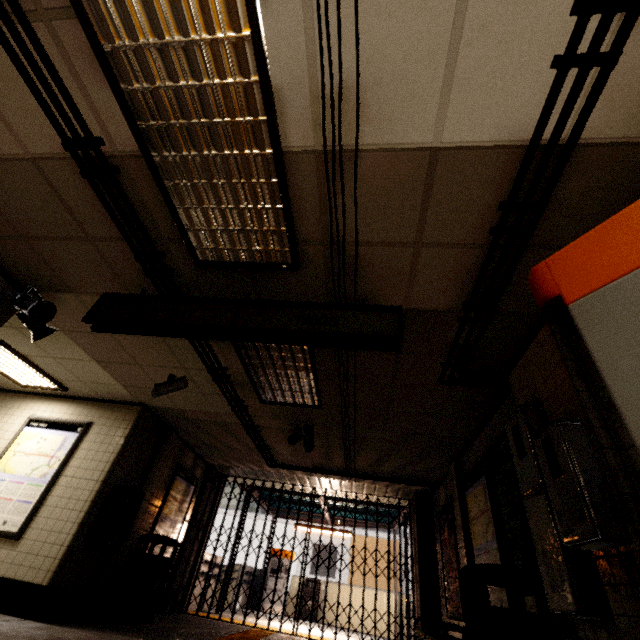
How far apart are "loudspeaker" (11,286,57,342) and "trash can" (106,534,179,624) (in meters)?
4.12

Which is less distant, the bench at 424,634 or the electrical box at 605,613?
Result: the electrical box at 605,613

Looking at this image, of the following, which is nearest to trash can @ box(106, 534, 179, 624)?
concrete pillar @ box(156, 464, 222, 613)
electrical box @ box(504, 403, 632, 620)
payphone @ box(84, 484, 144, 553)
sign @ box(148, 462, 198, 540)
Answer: sign @ box(148, 462, 198, 540)

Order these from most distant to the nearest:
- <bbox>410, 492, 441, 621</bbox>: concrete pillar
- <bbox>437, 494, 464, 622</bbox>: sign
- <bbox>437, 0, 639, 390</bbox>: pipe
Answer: <bbox>410, 492, 441, 621</bbox>: concrete pillar
<bbox>437, 494, 464, 622</bbox>: sign
<bbox>437, 0, 639, 390</bbox>: pipe

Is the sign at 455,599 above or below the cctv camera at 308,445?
below

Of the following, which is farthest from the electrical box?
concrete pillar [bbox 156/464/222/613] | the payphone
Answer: concrete pillar [bbox 156/464/222/613]

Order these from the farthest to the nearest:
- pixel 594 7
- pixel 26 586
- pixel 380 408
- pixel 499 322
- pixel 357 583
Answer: pixel 357 583 → pixel 380 408 → pixel 26 586 → pixel 499 322 → pixel 594 7

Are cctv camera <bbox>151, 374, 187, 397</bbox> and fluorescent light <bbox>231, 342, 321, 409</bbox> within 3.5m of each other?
yes
